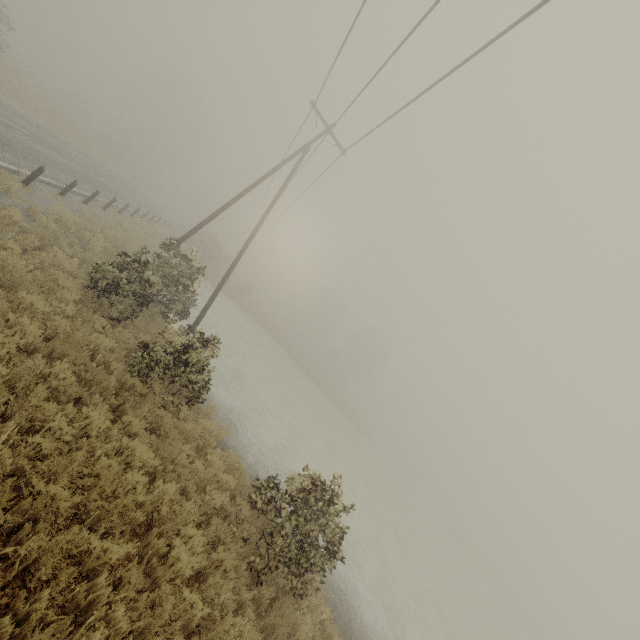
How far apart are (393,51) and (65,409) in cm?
1173

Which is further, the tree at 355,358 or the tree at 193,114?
the tree at 355,358

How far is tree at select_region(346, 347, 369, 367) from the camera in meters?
58.0 m

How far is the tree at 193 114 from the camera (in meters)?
44.56

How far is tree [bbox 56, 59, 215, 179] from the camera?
44.6 meters

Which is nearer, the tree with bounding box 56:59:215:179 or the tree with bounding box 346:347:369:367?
the tree with bounding box 56:59:215:179
